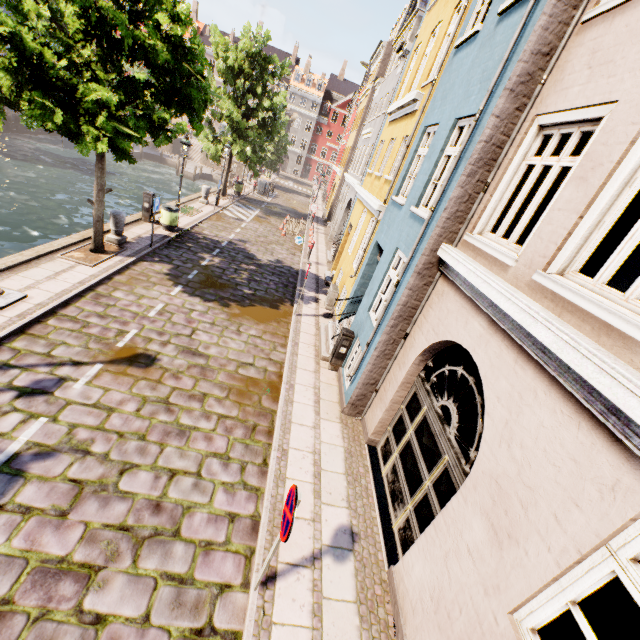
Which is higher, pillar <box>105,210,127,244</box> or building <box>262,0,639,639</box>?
building <box>262,0,639,639</box>

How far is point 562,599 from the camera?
2.6m

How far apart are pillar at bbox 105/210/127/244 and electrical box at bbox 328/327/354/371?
8.7m

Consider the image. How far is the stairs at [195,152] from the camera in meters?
45.3 m

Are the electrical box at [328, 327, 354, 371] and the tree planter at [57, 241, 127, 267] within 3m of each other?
no

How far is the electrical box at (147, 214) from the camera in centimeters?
1379cm

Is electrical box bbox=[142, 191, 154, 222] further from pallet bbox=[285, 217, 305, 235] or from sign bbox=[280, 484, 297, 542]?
sign bbox=[280, 484, 297, 542]

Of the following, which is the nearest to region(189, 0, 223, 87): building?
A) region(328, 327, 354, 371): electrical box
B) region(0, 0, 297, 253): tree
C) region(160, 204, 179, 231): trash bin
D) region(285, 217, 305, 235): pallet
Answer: region(0, 0, 297, 253): tree
